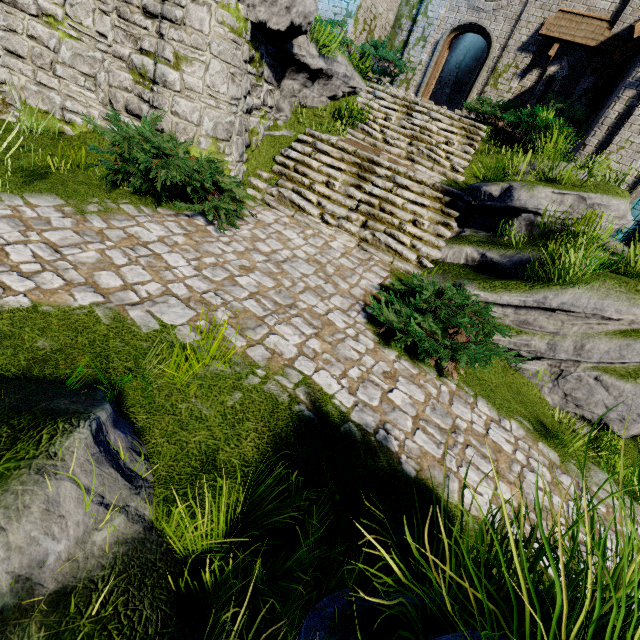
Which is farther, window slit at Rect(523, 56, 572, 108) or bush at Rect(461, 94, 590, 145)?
window slit at Rect(523, 56, 572, 108)

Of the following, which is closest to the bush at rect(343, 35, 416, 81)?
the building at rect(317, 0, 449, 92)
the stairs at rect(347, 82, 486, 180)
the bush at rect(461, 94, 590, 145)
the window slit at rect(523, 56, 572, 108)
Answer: the building at rect(317, 0, 449, 92)

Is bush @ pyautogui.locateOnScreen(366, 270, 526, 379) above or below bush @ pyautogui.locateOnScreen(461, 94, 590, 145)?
below

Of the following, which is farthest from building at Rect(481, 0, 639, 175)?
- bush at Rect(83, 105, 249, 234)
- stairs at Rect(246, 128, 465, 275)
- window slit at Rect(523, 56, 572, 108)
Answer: bush at Rect(83, 105, 249, 234)

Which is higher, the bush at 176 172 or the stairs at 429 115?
the stairs at 429 115

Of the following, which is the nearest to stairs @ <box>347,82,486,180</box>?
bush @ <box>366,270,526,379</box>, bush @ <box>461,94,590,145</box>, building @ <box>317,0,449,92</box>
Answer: bush @ <box>461,94,590,145</box>

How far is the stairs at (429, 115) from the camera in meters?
9.7 m

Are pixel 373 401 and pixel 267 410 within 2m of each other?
yes
